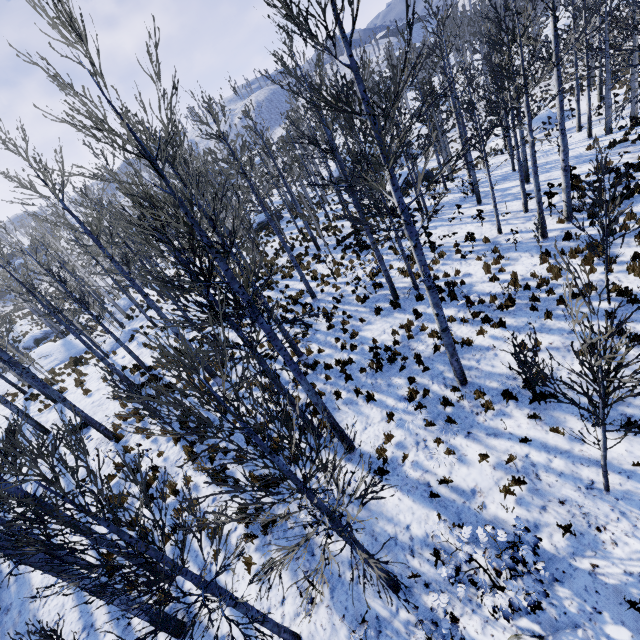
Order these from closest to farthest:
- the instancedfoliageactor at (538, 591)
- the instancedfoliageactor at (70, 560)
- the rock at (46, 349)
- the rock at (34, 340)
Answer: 1. the instancedfoliageactor at (70, 560)
2. the instancedfoliageactor at (538, 591)
3. the rock at (46, 349)
4. the rock at (34, 340)

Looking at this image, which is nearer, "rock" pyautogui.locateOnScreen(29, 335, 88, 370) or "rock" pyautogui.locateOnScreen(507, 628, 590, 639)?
"rock" pyautogui.locateOnScreen(507, 628, 590, 639)

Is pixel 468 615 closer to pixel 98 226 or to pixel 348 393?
pixel 348 393

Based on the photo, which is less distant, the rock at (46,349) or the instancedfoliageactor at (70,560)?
the instancedfoliageactor at (70,560)

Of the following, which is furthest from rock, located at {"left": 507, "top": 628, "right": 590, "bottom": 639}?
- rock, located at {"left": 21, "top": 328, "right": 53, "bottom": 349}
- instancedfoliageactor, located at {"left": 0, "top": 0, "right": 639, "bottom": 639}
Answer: rock, located at {"left": 21, "top": 328, "right": 53, "bottom": 349}

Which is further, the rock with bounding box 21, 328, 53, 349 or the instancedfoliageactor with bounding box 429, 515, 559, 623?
the rock with bounding box 21, 328, 53, 349
